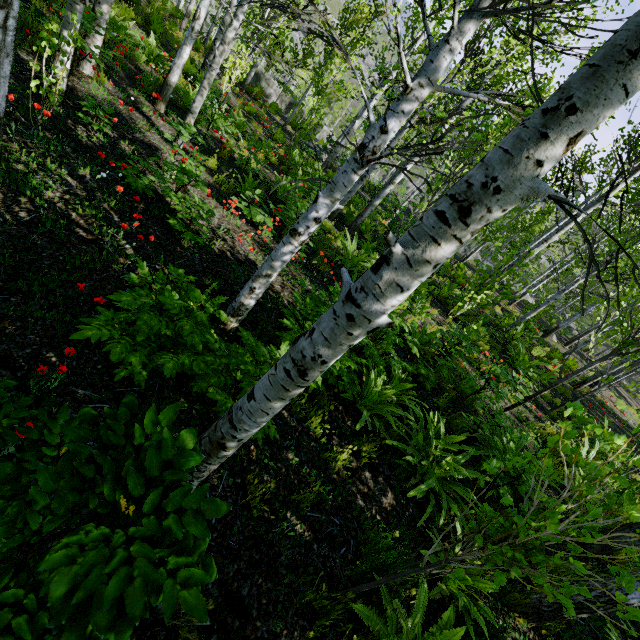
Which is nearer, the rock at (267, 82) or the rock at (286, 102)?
the rock at (267, 82)

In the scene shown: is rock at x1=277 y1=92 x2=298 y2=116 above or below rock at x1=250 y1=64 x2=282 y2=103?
below

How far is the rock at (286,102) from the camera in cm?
3164

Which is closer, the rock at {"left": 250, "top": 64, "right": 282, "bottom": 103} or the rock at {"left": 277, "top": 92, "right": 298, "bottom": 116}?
the rock at {"left": 250, "top": 64, "right": 282, "bottom": 103}

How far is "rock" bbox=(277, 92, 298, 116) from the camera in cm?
3164

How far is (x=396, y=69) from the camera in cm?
816
